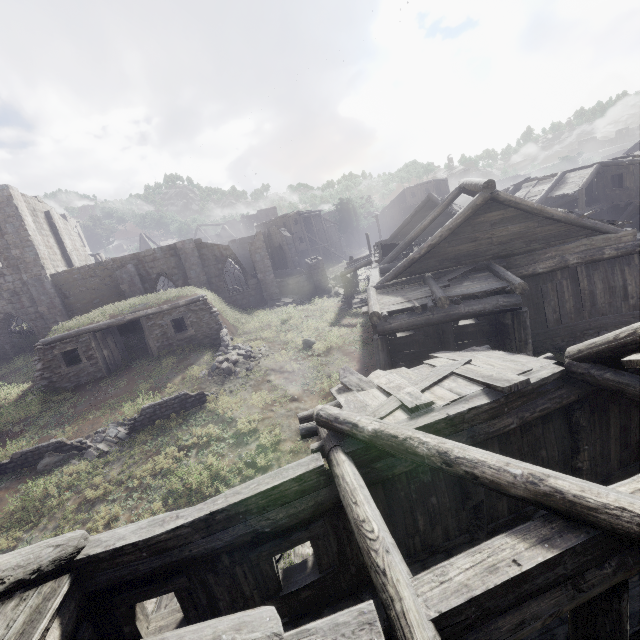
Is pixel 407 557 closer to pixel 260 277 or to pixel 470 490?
pixel 470 490

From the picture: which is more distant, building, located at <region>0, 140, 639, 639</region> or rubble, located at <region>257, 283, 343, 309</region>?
rubble, located at <region>257, 283, 343, 309</region>

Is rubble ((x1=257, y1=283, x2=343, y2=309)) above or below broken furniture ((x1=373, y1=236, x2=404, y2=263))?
below

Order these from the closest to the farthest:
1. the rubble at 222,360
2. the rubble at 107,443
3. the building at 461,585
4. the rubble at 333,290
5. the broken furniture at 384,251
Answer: the building at 461,585 → the rubble at 107,443 → the rubble at 222,360 → the broken furniture at 384,251 → the rubble at 333,290

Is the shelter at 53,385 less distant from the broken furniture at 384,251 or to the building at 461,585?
the building at 461,585

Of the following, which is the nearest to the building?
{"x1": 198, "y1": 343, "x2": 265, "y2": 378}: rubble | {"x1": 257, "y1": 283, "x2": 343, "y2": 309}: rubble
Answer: {"x1": 257, "y1": 283, "x2": 343, "y2": 309}: rubble

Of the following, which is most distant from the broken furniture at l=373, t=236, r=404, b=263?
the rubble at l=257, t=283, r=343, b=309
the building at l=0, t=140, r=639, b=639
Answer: the rubble at l=257, t=283, r=343, b=309

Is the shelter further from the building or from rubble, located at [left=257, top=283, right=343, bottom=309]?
rubble, located at [left=257, top=283, right=343, bottom=309]
